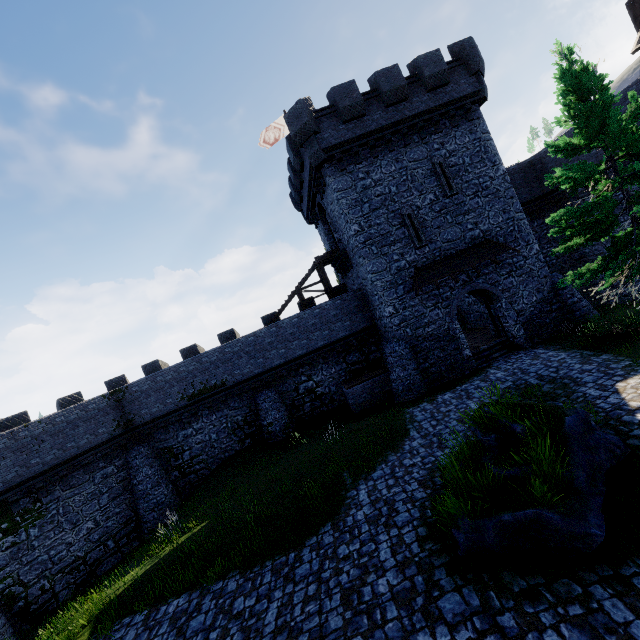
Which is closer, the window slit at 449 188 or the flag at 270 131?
the window slit at 449 188

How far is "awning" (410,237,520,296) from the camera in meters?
17.3 m

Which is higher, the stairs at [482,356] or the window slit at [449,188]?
the window slit at [449,188]

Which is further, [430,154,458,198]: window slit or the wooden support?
[430,154,458,198]: window slit

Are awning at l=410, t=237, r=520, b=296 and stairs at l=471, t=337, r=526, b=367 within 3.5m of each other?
no

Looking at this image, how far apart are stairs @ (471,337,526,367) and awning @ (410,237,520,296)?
4.4 meters

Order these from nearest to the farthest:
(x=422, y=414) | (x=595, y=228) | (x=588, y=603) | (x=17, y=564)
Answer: (x=588, y=603)
(x=595, y=228)
(x=422, y=414)
(x=17, y=564)

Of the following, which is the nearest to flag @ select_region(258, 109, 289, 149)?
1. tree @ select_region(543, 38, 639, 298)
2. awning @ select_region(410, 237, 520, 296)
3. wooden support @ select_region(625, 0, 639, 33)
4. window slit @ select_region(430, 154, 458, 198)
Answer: window slit @ select_region(430, 154, 458, 198)
